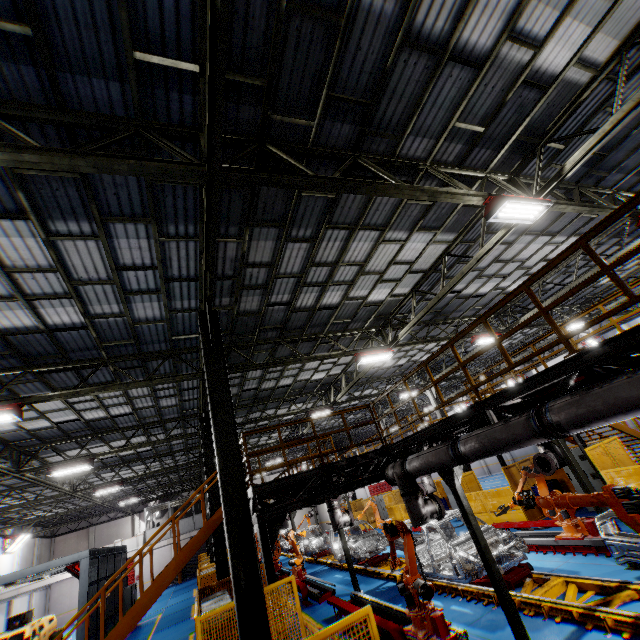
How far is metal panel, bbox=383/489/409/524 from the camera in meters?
21.7 m

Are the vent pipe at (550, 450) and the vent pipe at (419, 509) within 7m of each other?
yes

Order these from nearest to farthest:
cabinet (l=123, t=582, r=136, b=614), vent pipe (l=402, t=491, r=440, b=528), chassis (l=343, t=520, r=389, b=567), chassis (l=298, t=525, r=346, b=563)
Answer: vent pipe (l=402, t=491, r=440, b=528)
chassis (l=343, t=520, r=389, b=567)
chassis (l=298, t=525, r=346, b=563)
cabinet (l=123, t=582, r=136, b=614)

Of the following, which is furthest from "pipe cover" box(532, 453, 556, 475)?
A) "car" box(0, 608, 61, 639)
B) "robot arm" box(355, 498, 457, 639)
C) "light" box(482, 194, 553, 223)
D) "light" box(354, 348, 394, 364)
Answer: "car" box(0, 608, 61, 639)

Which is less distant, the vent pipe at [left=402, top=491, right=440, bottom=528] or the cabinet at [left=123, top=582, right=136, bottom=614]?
the vent pipe at [left=402, top=491, right=440, bottom=528]

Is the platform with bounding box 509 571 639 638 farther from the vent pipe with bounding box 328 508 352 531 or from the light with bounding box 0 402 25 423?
the light with bounding box 0 402 25 423

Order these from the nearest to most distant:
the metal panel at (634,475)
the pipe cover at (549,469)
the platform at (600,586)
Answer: the platform at (600,586) → the pipe cover at (549,469) → the metal panel at (634,475)

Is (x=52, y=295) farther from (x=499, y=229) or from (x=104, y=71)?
(x=499, y=229)
